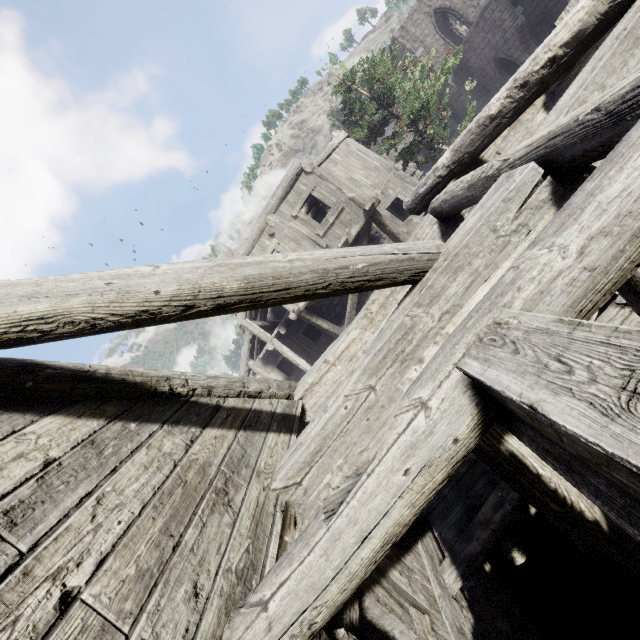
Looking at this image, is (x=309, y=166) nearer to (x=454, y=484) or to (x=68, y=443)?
(x=454, y=484)
